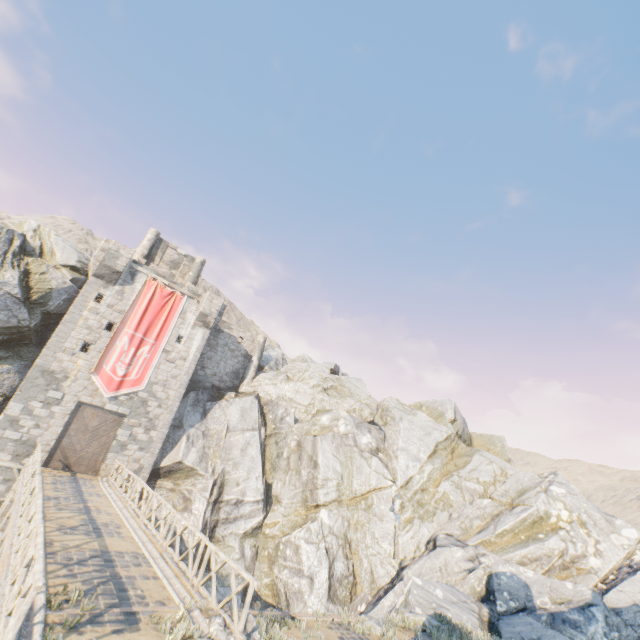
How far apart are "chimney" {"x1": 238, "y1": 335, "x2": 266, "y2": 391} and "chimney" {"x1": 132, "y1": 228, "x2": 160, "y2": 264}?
11.89m

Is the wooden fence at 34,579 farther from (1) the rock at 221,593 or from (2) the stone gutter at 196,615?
(2) the stone gutter at 196,615

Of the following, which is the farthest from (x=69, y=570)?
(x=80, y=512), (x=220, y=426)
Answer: (x=220, y=426)

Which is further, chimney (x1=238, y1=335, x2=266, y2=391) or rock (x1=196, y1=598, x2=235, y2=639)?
chimney (x1=238, y1=335, x2=266, y2=391)

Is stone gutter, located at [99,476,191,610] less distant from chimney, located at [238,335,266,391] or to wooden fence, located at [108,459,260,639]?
wooden fence, located at [108,459,260,639]

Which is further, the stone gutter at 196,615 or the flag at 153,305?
the flag at 153,305

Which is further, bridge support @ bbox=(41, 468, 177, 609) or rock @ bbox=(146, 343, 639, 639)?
rock @ bbox=(146, 343, 639, 639)

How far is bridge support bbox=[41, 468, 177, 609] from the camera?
Answer: 7.8m
